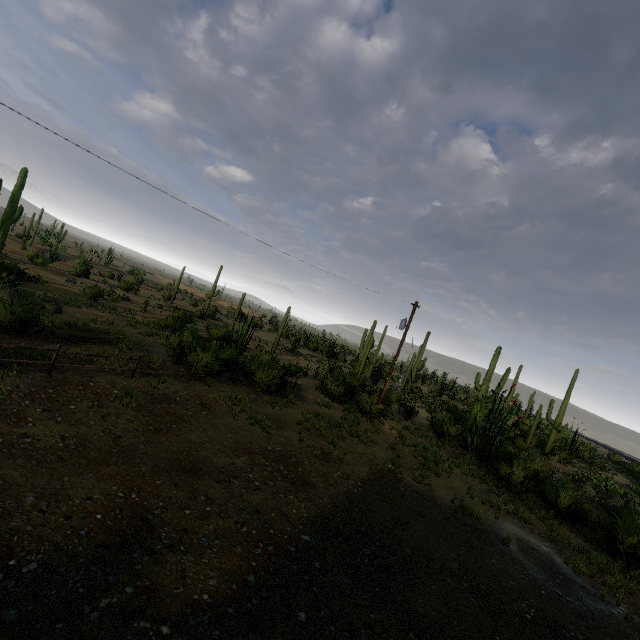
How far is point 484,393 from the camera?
23.0m
